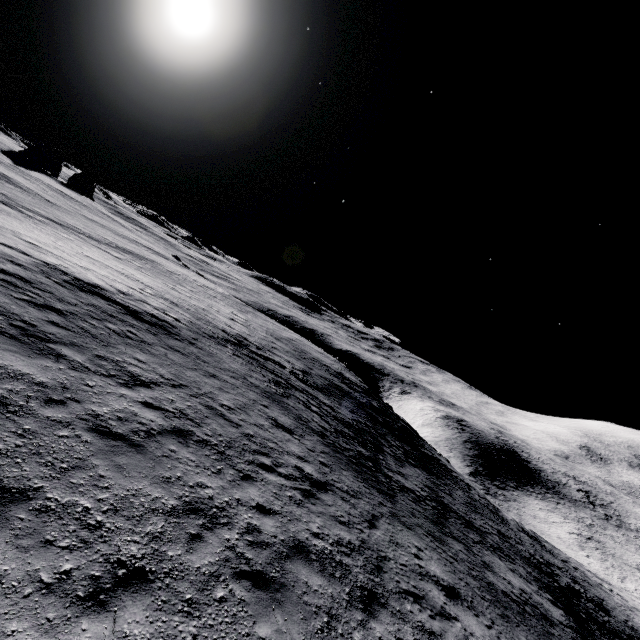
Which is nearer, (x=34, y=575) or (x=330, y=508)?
(x=34, y=575)
